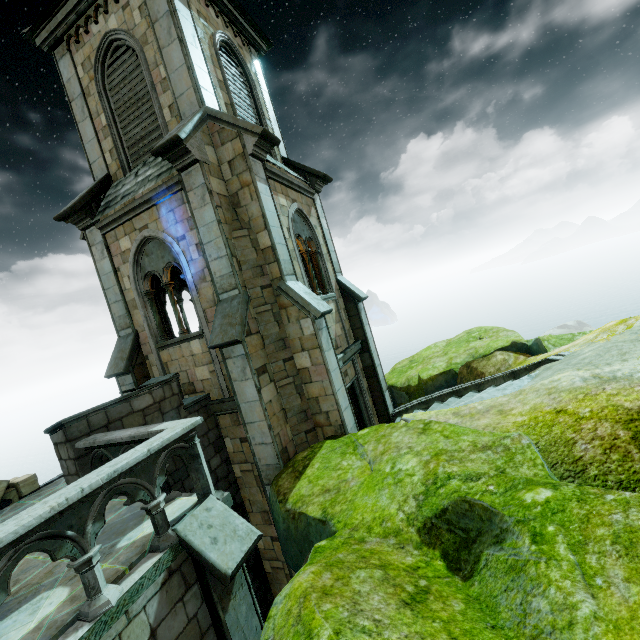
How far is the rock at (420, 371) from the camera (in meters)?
9.70

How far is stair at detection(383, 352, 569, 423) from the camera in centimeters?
691cm

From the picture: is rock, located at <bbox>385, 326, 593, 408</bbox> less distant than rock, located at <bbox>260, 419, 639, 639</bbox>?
No

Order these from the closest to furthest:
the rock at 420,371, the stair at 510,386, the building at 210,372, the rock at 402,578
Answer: the rock at 402,578
the building at 210,372
the stair at 510,386
the rock at 420,371

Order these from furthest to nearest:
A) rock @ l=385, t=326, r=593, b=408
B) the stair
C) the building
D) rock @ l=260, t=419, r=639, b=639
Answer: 1. rock @ l=385, t=326, r=593, b=408
2. the stair
3. the building
4. rock @ l=260, t=419, r=639, b=639

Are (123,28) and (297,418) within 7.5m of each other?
no

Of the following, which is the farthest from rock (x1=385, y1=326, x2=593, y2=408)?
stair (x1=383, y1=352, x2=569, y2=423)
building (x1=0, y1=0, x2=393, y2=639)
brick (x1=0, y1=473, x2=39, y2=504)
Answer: brick (x1=0, y1=473, x2=39, y2=504)
